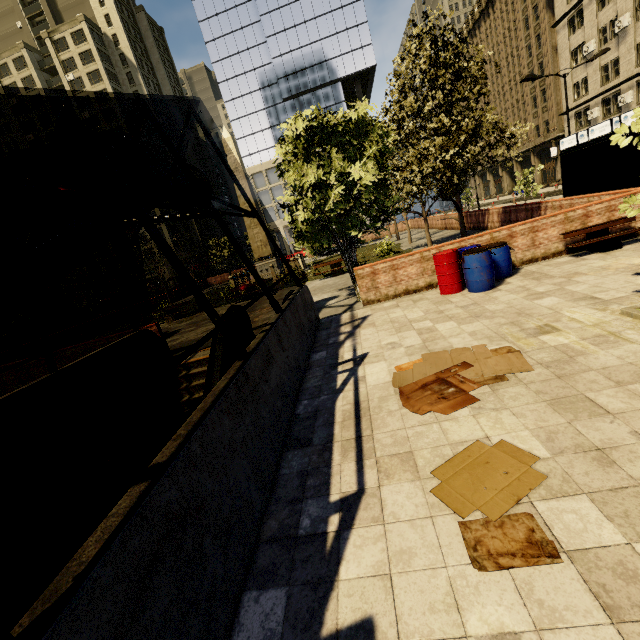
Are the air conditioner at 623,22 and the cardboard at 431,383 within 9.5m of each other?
no

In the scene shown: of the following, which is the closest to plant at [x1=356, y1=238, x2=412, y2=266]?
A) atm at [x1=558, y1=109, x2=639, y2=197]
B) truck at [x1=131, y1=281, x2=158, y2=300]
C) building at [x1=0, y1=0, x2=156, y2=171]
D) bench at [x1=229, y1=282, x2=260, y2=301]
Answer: bench at [x1=229, y1=282, x2=260, y2=301]

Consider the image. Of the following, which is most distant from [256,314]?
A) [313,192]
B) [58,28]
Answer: [58,28]

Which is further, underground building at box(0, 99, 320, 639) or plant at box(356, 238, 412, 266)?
plant at box(356, 238, 412, 266)

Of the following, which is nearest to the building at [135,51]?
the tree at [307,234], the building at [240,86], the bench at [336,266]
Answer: the tree at [307,234]

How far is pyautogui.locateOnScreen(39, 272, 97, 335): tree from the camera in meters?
12.9 m

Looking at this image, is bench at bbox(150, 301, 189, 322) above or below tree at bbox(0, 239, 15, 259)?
below

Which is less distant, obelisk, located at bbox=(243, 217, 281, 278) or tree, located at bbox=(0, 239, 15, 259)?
tree, located at bbox=(0, 239, 15, 259)
